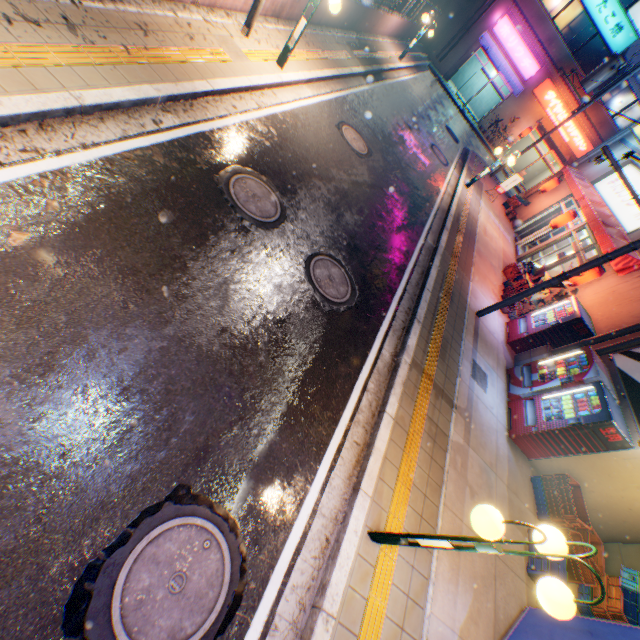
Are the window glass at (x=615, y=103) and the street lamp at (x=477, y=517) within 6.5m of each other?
no

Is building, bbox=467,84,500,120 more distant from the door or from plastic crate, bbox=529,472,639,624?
plastic crate, bbox=529,472,639,624

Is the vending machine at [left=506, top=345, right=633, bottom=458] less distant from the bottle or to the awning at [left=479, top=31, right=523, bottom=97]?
the bottle

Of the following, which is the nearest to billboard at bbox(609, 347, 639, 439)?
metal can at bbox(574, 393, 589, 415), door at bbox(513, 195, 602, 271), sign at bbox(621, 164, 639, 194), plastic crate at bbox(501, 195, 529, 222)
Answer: metal can at bbox(574, 393, 589, 415)

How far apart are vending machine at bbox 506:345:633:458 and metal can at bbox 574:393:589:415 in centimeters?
2cm

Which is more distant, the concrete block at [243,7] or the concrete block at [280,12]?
the concrete block at [280,12]

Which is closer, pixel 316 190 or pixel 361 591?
pixel 361 591

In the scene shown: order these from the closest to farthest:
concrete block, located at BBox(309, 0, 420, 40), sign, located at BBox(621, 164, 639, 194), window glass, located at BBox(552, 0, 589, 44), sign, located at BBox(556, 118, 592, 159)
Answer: concrete block, located at BBox(309, 0, 420, 40)
sign, located at BBox(621, 164, 639, 194)
window glass, located at BBox(552, 0, 589, 44)
sign, located at BBox(556, 118, 592, 159)
